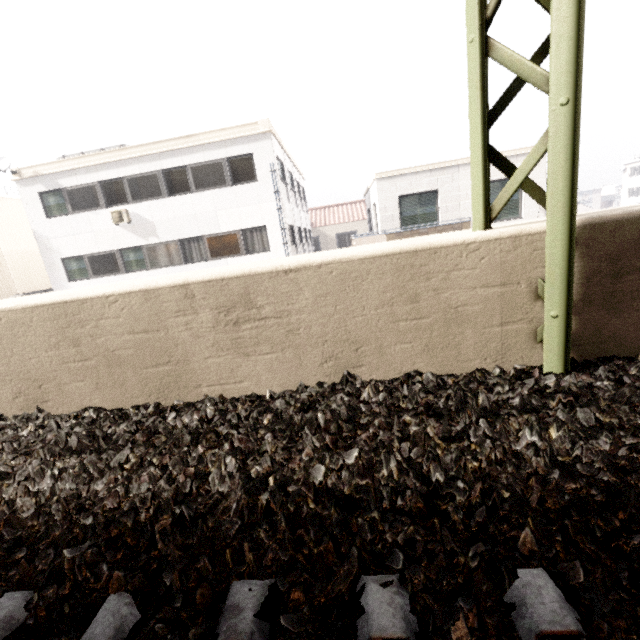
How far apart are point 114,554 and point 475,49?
3.4 meters

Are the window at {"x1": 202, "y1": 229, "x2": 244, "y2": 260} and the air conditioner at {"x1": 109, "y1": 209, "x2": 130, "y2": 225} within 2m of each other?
no

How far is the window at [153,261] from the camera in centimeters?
1487cm

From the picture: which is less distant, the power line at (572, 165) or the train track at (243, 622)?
the train track at (243, 622)

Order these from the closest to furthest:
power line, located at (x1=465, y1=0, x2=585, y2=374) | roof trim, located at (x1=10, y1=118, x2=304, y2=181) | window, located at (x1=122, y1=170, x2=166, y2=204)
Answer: power line, located at (x1=465, y1=0, x2=585, y2=374), roof trim, located at (x1=10, y1=118, x2=304, y2=181), window, located at (x1=122, y1=170, x2=166, y2=204)

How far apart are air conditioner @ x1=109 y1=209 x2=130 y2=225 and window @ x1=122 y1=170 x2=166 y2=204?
0.3 meters

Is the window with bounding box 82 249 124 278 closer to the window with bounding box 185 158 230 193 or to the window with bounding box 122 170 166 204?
the window with bounding box 122 170 166 204

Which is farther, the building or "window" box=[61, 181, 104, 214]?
the building
